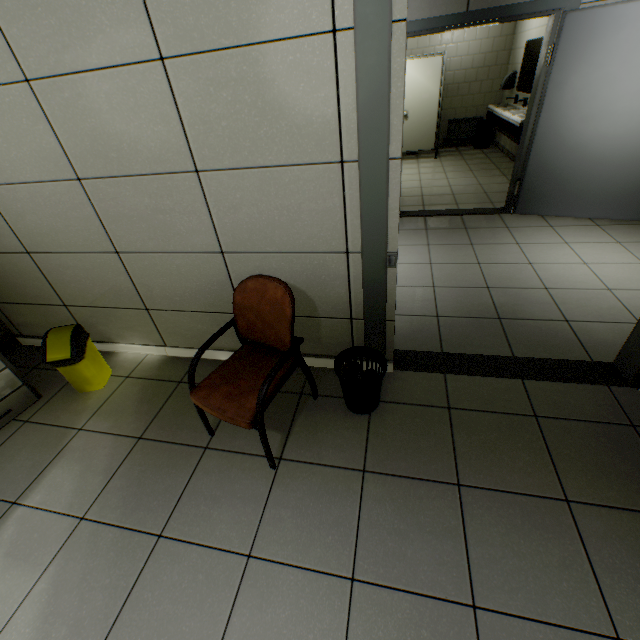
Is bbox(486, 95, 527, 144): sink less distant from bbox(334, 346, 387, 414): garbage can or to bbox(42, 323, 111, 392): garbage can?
bbox(334, 346, 387, 414): garbage can

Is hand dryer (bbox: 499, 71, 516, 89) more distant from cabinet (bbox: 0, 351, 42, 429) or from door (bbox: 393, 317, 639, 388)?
cabinet (bbox: 0, 351, 42, 429)

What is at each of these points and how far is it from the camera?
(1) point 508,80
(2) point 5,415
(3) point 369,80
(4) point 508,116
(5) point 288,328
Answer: (1) hand dryer, 6.77m
(2) cabinet, 2.33m
(3) door, 1.36m
(4) sink, 5.31m
(5) chair, 1.81m

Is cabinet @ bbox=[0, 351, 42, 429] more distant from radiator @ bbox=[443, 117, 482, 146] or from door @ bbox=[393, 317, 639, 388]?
radiator @ bbox=[443, 117, 482, 146]

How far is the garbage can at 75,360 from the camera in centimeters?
231cm

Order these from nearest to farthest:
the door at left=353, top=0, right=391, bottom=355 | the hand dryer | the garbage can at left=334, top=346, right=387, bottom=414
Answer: the door at left=353, top=0, right=391, bottom=355, the garbage can at left=334, top=346, right=387, bottom=414, the hand dryer

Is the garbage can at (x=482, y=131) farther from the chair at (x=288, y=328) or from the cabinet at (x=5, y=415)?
the cabinet at (x=5, y=415)

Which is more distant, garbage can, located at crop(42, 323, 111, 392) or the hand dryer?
the hand dryer
